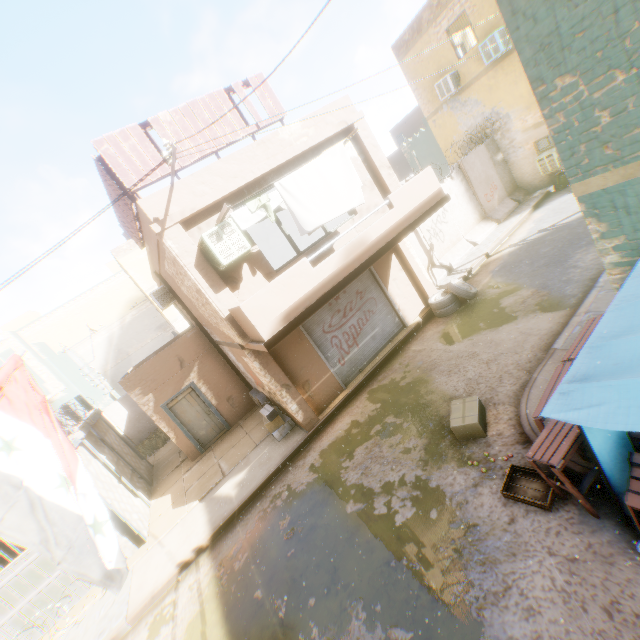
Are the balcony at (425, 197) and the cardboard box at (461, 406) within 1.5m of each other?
no

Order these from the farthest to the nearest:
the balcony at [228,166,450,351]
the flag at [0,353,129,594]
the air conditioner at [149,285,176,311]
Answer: the air conditioner at [149,285,176,311] → the balcony at [228,166,450,351] → the flag at [0,353,129,594]

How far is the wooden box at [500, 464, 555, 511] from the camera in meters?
4.5

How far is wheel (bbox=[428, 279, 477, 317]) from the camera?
10.6m

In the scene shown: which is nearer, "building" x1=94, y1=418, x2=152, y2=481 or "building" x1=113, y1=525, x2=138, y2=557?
"building" x1=113, y1=525, x2=138, y2=557

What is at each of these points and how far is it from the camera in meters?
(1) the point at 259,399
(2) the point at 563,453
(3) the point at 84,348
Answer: (1) wheel, 11.5
(2) table, 3.7
(3) building, 32.1

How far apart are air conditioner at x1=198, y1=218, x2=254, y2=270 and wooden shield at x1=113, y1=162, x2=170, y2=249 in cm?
61

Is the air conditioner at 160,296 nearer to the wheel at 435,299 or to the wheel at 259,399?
the wheel at 259,399
